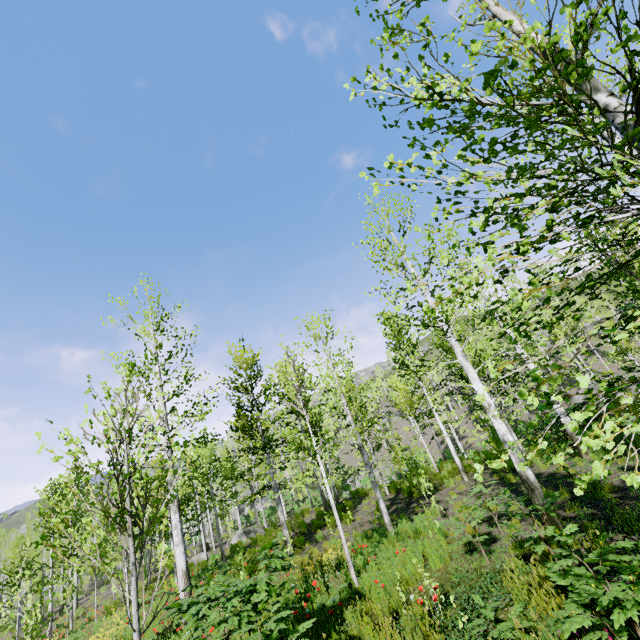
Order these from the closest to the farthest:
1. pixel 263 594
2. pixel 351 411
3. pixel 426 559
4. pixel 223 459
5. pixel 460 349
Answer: pixel 263 594
pixel 426 559
pixel 460 349
pixel 351 411
pixel 223 459
